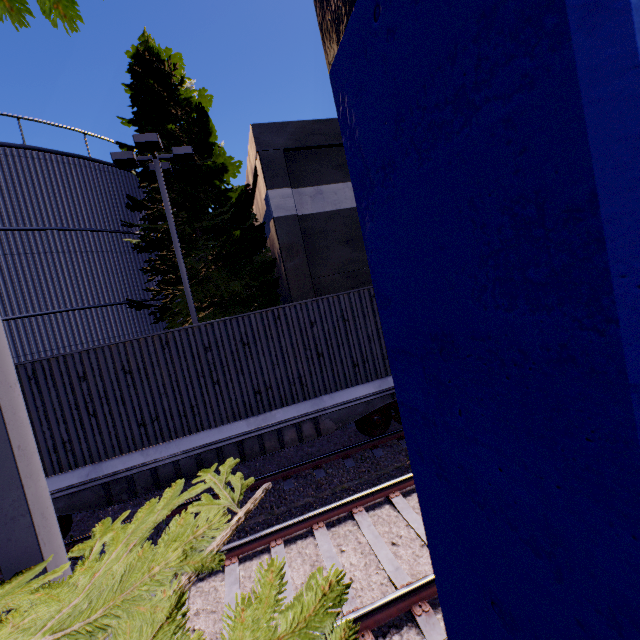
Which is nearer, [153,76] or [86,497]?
[86,497]

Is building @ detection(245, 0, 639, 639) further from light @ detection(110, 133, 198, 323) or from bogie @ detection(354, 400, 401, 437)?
bogie @ detection(354, 400, 401, 437)

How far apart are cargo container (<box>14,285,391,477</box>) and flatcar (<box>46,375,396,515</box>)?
0.0m

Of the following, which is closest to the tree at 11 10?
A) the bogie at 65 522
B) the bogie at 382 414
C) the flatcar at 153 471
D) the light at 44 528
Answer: the light at 44 528

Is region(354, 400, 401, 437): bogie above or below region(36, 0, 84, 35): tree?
below

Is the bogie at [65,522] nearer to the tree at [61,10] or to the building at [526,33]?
the tree at [61,10]

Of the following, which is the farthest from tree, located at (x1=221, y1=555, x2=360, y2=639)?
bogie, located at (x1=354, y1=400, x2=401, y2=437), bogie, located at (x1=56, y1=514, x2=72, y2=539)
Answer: bogie, located at (x1=354, y1=400, x2=401, y2=437)

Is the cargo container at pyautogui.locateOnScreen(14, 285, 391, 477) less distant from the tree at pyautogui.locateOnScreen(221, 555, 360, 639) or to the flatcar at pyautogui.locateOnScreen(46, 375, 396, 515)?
the flatcar at pyautogui.locateOnScreen(46, 375, 396, 515)
